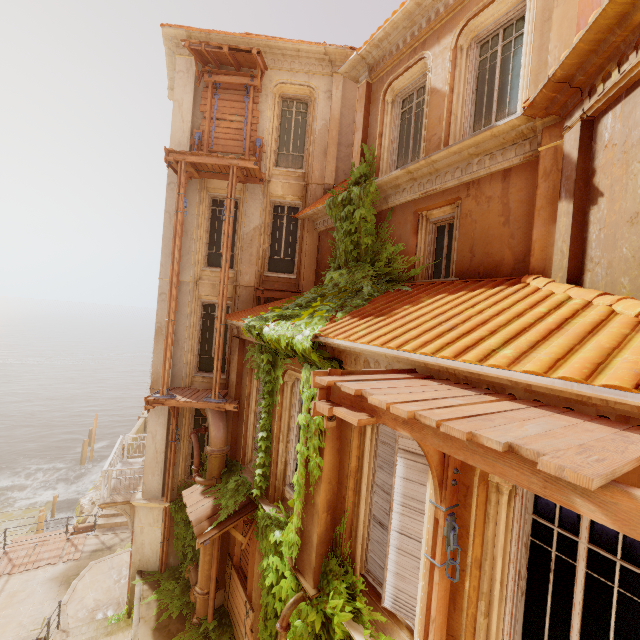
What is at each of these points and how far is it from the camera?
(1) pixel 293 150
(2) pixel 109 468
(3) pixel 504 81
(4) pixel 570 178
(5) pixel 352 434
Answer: (1) window, 11.85m
(2) railing, 10.92m
(3) window, 6.42m
(4) column, 4.46m
(5) window, 5.48m

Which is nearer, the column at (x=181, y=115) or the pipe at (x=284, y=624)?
the pipe at (x=284, y=624)

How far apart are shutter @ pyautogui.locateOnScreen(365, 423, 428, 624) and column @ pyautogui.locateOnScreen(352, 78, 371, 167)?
6.9m

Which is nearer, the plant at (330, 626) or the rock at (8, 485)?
the plant at (330, 626)

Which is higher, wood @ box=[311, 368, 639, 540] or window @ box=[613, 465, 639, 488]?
wood @ box=[311, 368, 639, 540]

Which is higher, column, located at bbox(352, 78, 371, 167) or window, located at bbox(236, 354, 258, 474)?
column, located at bbox(352, 78, 371, 167)

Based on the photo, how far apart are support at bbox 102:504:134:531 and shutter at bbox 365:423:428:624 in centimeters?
961cm

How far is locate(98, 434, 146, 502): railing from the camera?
10.84m
